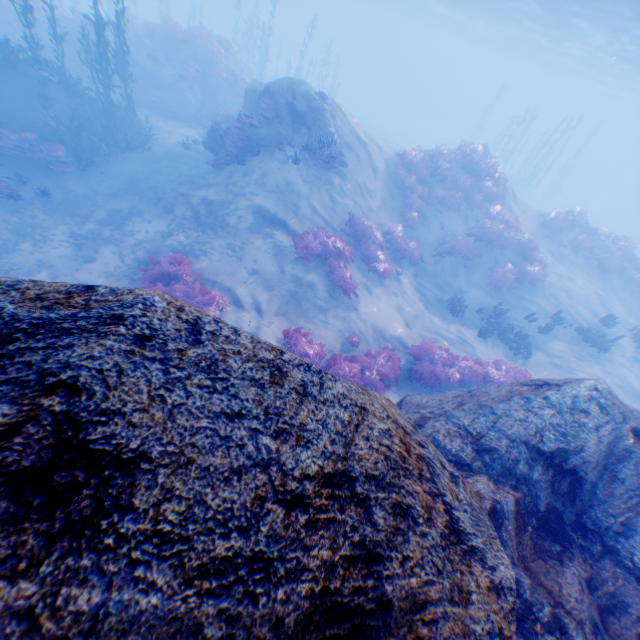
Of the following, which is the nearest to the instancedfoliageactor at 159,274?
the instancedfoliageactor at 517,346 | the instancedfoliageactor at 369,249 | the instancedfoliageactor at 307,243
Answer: the instancedfoliageactor at 307,243

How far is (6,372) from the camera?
1.2 meters

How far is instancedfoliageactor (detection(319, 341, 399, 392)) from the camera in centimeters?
867cm

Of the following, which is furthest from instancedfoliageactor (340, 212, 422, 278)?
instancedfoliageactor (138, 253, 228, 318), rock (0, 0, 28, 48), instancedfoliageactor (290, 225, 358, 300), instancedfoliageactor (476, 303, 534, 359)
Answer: rock (0, 0, 28, 48)

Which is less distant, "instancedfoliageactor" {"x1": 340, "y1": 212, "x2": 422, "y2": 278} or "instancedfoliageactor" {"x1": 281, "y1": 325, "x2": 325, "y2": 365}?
"instancedfoliageactor" {"x1": 281, "y1": 325, "x2": 325, "y2": 365}

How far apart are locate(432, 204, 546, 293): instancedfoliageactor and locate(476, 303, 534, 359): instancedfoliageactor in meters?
3.8

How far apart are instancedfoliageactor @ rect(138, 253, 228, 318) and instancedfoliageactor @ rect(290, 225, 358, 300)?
3.0 meters

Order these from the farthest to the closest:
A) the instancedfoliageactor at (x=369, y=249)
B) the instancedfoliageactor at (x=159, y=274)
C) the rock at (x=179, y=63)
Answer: the rock at (x=179, y=63)
the instancedfoliageactor at (x=369, y=249)
the instancedfoliageactor at (x=159, y=274)
